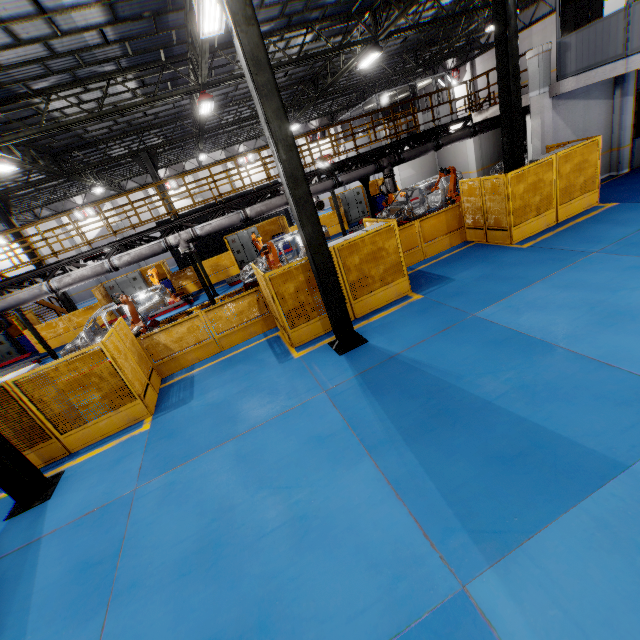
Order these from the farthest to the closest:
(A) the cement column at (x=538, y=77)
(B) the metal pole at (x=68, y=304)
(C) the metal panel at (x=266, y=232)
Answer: (C) the metal panel at (x=266, y=232)
(B) the metal pole at (x=68, y=304)
(A) the cement column at (x=538, y=77)

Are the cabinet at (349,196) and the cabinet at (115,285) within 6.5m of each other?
no

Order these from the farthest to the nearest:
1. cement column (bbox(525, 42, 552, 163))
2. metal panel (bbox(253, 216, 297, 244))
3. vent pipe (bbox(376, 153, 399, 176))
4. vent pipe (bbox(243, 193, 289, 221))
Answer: metal panel (bbox(253, 216, 297, 244)), vent pipe (bbox(376, 153, 399, 176)), vent pipe (bbox(243, 193, 289, 221)), cement column (bbox(525, 42, 552, 163))

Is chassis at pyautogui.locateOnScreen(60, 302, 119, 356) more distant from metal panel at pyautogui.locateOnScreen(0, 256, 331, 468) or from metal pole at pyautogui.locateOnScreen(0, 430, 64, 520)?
metal pole at pyautogui.locateOnScreen(0, 430, 64, 520)

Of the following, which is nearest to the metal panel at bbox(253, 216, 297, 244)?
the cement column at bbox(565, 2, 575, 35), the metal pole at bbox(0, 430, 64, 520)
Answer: the metal pole at bbox(0, 430, 64, 520)

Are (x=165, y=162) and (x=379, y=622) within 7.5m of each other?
no

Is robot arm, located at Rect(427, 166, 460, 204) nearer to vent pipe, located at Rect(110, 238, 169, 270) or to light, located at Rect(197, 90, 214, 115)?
vent pipe, located at Rect(110, 238, 169, 270)

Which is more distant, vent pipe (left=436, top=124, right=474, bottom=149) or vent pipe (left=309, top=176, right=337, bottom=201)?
vent pipe (left=436, top=124, right=474, bottom=149)
